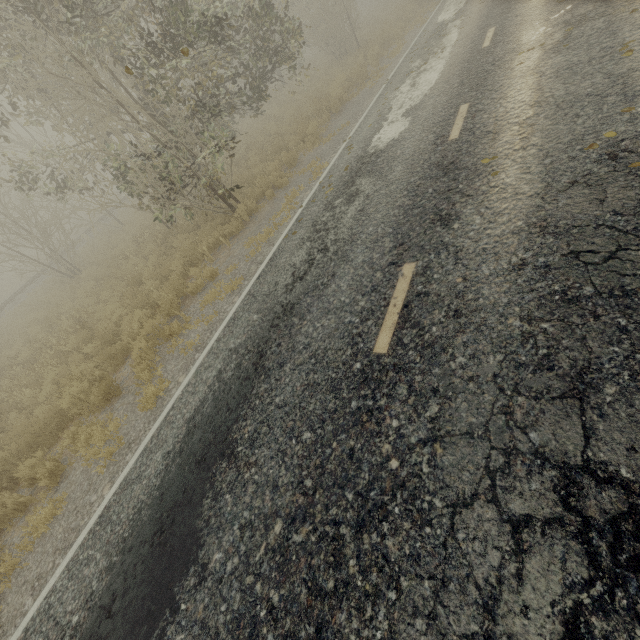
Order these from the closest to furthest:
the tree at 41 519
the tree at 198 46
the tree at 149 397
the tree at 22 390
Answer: the tree at 41 519 → the tree at 149 397 → the tree at 198 46 → the tree at 22 390

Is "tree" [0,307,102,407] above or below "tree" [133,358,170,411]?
above

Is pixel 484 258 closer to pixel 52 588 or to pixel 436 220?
pixel 436 220

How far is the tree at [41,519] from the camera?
5.1m

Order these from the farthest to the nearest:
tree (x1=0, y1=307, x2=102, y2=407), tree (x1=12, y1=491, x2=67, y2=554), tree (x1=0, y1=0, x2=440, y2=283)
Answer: tree (x1=0, y1=307, x2=102, y2=407) → tree (x1=0, y1=0, x2=440, y2=283) → tree (x1=12, y1=491, x2=67, y2=554)

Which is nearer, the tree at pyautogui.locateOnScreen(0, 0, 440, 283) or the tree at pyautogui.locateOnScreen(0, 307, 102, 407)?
the tree at pyautogui.locateOnScreen(0, 0, 440, 283)

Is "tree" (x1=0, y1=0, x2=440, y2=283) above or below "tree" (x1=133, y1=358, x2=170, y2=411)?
above
